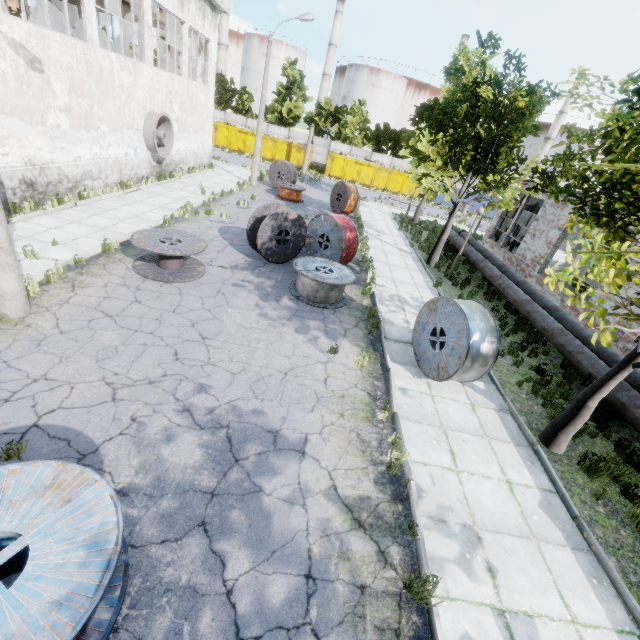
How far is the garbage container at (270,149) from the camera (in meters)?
37.44

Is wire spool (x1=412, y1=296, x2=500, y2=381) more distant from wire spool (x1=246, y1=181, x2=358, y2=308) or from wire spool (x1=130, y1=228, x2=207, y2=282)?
wire spool (x1=130, y1=228, x2=207, y2=282)

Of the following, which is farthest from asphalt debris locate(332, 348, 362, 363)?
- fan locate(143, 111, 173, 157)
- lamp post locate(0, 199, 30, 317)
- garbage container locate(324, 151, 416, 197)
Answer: garbage container locate(324, 151, 416, 197)

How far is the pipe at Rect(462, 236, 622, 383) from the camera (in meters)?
8.69

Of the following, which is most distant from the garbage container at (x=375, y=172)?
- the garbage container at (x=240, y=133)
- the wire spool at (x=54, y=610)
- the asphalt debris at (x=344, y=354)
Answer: the wire spool at (x=54, y=610)

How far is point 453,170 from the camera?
13.6 meters

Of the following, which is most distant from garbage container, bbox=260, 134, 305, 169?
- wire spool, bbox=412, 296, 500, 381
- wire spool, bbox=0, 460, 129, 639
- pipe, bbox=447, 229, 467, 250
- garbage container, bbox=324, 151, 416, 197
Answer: wire spool, bbox=0, 460, 129, 639

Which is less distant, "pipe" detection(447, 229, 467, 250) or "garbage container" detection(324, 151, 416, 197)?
"pipe" detection(447, 229, 467, 250)
